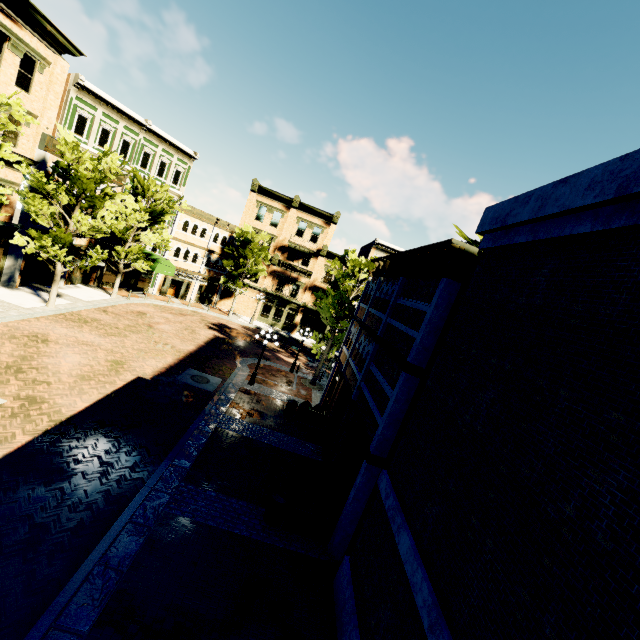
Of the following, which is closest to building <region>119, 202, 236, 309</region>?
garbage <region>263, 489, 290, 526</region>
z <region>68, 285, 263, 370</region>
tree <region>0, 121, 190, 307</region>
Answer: z <region>68, 285, 263, 370</region>

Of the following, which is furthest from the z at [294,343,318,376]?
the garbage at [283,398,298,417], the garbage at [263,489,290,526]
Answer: the garbage at [263,489,290,526]

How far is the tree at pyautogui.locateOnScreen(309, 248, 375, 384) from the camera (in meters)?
21.41

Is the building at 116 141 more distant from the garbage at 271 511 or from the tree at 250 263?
the garbage at 271 511

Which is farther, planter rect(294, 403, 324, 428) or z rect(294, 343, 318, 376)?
z rect(294, 343, 318, 376)

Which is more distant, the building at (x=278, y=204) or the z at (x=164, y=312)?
the building at (x=278, y=204)

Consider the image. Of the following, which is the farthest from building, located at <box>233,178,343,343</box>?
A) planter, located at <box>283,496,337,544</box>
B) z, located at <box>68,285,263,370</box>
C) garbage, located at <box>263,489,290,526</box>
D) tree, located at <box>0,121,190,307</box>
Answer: planter, located at <box>283,496,337,544</box>

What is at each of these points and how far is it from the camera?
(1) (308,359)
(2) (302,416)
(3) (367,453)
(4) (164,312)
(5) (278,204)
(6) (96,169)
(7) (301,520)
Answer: (1) z, 31.0 meters
(2) planter, 17.0 meters
(3) building, 9.0 meters
(4) z, 28.4 meters
(5) building, 37.4 meters
(6) tree, 17.0 meters
(7) planter, 9.6 meters
